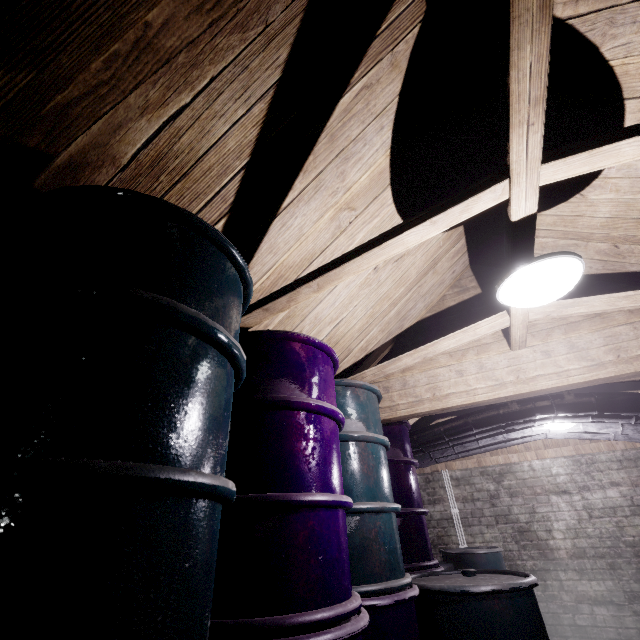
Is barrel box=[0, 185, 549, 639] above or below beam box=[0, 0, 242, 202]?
below

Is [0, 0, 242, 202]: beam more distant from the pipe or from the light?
the pipe

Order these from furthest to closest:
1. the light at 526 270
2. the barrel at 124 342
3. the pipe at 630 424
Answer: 1. the pipe at 630 424
2. the light at 526 270
3. the barrel at 124 342

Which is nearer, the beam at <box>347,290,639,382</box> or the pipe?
the beam at <box>347,290,639,382</box>

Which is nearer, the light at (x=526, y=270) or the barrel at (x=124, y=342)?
the barrel at (x=124, y=342)

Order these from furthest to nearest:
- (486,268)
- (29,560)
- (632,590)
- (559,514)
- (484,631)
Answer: (559,514) < (632,590) < (486,268) < (484,631) < (29,560)

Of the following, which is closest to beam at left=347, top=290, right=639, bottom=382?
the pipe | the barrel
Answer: A: the barrel
